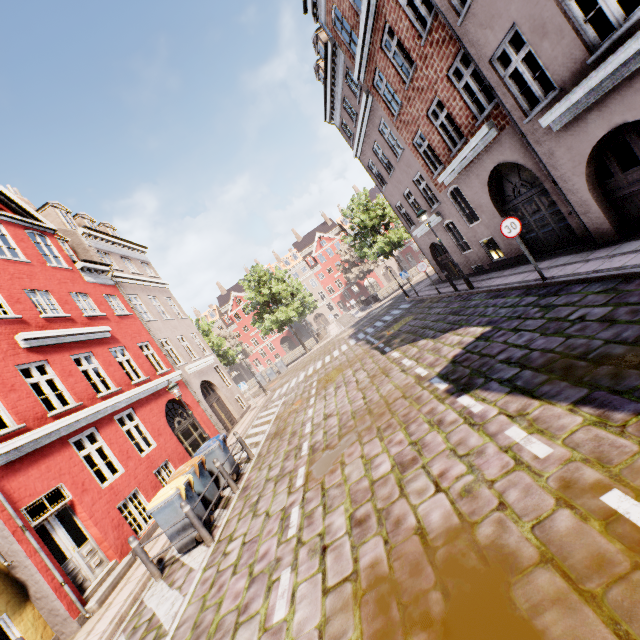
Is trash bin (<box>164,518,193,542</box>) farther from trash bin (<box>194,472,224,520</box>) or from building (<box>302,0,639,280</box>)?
building (<box>302,0,639,280</box>)

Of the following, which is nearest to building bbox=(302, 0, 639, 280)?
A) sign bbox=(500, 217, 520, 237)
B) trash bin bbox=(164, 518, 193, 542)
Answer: sign bbox=(500, 217, 520, 237)

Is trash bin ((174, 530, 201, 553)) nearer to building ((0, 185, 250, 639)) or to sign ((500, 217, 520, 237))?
building ((0, 185, 250, 639))

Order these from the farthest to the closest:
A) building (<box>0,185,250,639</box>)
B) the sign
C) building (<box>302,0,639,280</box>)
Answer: the sign, building (<box>0,185,250,639</box>), building (<box>302,0,639,280</box>)

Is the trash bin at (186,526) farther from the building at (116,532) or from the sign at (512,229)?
the sign at (512,229)

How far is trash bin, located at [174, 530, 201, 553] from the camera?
7.2 meters

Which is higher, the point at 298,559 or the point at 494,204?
the point at 494,204

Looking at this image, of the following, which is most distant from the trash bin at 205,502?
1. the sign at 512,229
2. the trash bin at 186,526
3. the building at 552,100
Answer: the sign at 512,229
